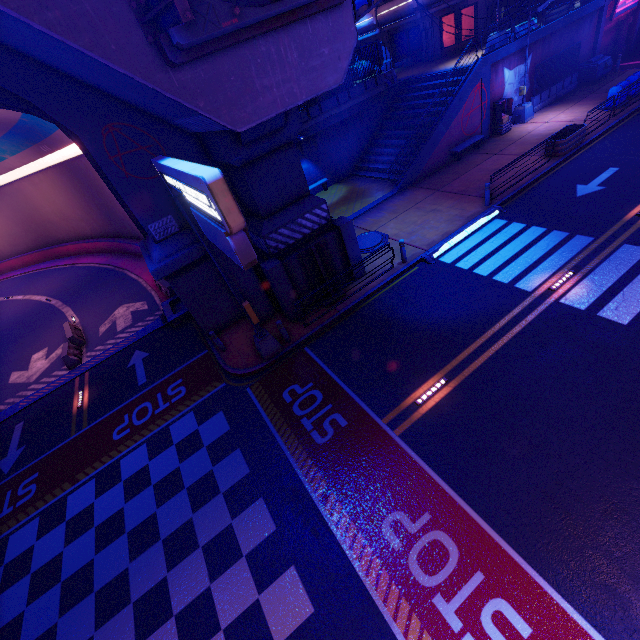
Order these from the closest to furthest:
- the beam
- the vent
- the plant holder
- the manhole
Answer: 1. the vent
2. the manhole
3. the plant holder
4. the beam

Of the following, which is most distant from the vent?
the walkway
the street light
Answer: the street light

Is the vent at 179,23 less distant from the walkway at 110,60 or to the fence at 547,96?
the walkway at 110,60

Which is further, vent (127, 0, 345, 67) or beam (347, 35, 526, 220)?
beam (347, 35, 526, 220)

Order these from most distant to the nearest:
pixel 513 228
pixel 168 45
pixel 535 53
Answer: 1. pixel 535 53
2. pixel 513 228
3. pixel 168 45

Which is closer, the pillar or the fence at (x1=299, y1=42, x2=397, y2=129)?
the pillar

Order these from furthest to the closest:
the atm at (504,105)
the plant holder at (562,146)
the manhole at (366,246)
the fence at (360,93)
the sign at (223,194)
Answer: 1. the fence at (360,93)
2. the atm at (504,105)
3. the plant holder at (562,146)
4. the manhole at (366,246)
5. the sign at (223,194)

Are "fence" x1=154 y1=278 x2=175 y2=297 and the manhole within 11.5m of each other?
yes
